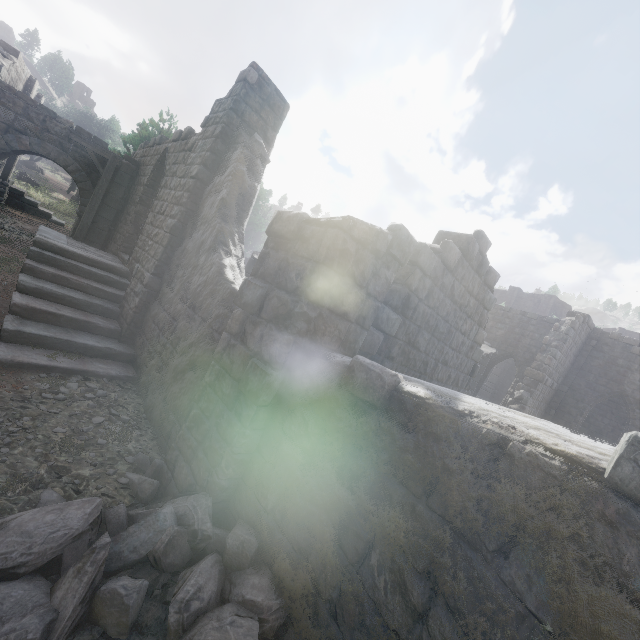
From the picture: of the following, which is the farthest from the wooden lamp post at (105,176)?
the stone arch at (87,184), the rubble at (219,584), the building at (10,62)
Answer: the rubble at (219,584)

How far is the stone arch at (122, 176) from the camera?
13.2m

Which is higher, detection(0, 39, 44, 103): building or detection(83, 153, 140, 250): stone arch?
detection(0, 39, 44, 103): building

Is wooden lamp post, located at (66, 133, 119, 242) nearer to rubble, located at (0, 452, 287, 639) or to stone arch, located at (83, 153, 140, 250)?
stone arch, located at (83, 153, 140, 250)

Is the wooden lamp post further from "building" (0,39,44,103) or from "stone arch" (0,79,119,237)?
"building" (0,39,44,103)

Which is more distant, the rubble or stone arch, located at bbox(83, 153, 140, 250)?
stone arch, located at bbox(83, 153, 140, 250)

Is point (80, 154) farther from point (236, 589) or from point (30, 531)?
point (236, 589)
